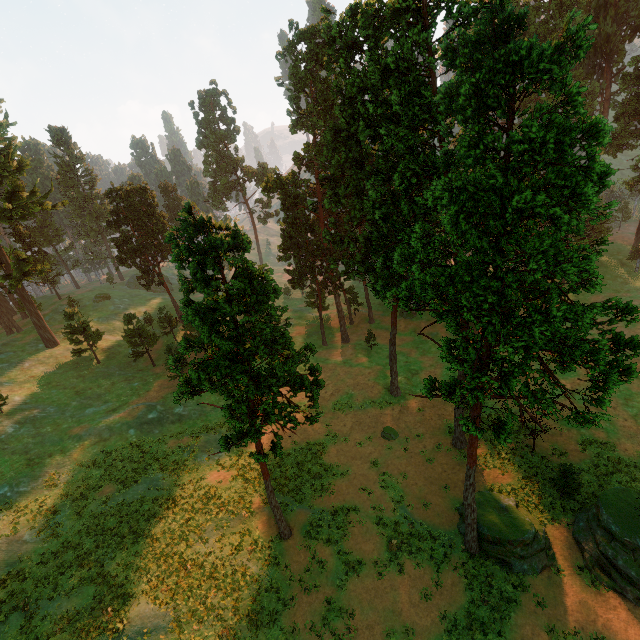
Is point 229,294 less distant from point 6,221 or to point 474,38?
point 474,38

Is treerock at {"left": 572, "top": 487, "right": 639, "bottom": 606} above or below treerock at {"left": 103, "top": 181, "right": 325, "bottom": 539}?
below

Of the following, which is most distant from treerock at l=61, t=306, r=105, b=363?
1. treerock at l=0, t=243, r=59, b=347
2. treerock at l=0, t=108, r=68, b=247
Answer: treerock at l=0, t=243, r=59, b=347

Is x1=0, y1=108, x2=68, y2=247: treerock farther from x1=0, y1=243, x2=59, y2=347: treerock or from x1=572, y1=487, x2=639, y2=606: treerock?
x1=572, y1=487, x2=639, y2=606: treerock

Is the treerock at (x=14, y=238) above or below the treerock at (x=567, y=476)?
above

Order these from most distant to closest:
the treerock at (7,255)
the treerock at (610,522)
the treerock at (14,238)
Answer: the treerock at (7,255) → the treerock at (14,238) → the treerock at (610,522)

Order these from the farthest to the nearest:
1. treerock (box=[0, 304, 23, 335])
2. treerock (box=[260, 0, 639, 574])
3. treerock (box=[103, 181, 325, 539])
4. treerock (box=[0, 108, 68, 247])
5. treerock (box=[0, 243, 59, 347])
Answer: treerock (box=[0, 304, 23, 335]), treerock (box=[0, 243, 59, 347]), treerock (box=[0, 108, 68, 247]), treerock (box=[103, 181, 325, 539]), treerock (box=[260, 0, 639, 574])
